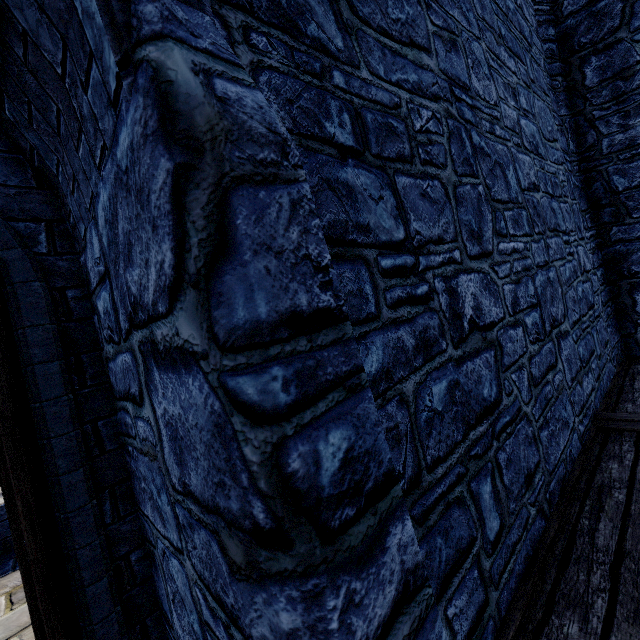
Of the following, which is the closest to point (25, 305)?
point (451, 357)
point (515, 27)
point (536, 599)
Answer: point (451, 357)
